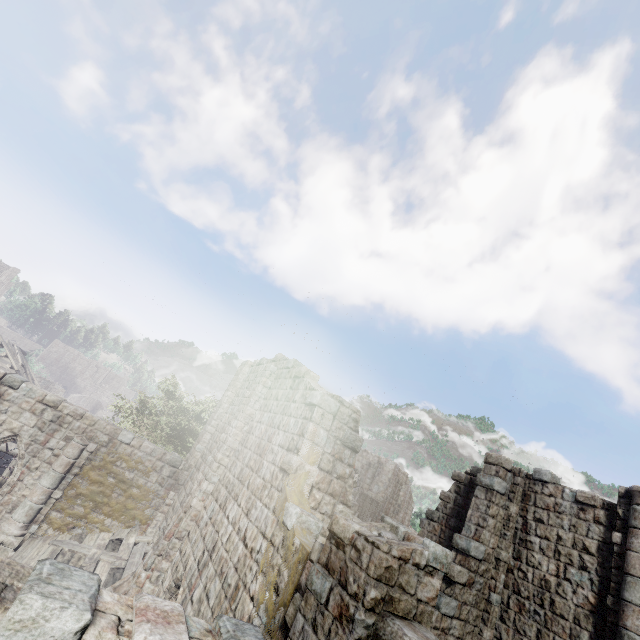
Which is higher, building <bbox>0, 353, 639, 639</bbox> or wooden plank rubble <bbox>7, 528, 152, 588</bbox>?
building <bbox>0, 353, 639, 639</bbox>

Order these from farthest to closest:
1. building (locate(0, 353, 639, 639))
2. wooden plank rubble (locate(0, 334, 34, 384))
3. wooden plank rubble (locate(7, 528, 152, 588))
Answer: wooden plank rubble (locate(0, 334, 34, 384)) < wooden plank rubble (locate(7, 528, 152, 588)) < building (locate(0, 353, 639, 639))

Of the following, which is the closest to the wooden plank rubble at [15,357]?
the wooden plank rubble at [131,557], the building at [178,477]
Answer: the building at [178,477]

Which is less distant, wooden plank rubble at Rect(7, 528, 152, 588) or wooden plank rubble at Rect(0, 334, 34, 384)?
wooden plank rubble at Rect(7, 528, 152, 588)

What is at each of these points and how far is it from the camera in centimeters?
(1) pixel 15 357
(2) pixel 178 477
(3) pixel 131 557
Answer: (1) wooden plank rubble, 2538cm
(2) building, 1595cm
(3) wooden plank rubble, 1294cm

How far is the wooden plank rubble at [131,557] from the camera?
11.9 meters

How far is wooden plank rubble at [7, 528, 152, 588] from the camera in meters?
11.9

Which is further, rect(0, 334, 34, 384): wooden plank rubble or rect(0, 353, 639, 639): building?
rect(0, 334, 34, 384): wooden plank rubble
